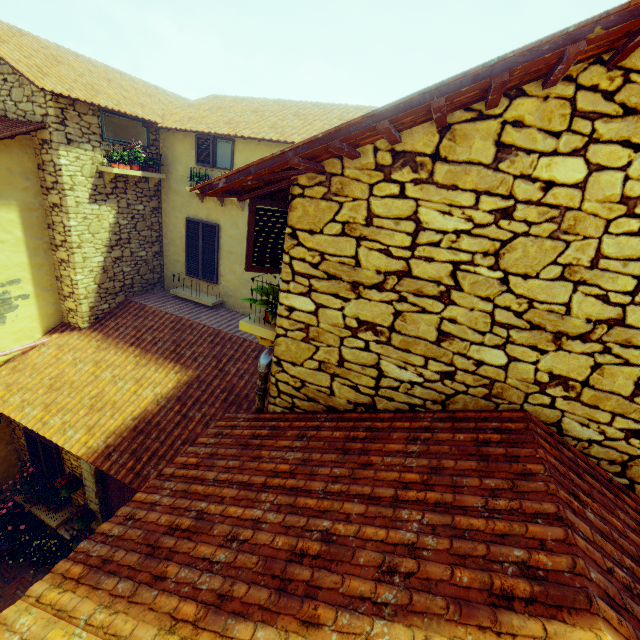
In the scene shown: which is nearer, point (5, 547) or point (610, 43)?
point (610, 43)

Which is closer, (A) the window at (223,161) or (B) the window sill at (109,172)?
(B) the window sill at (109,172)

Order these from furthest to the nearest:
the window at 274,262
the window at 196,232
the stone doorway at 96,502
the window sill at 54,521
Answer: the window at 196,232, the window sill at 54,521, the stone doorway at 96,502, the window at 274,262

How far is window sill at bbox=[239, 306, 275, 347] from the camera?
3.3 meters

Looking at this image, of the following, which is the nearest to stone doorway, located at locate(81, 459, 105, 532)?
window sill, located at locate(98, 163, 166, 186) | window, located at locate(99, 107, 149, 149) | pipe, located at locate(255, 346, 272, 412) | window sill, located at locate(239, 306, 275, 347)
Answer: pipe, located at locate(255, 346, 272, 412)

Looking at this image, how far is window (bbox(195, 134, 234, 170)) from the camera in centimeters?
782cm

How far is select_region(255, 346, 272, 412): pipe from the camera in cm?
327

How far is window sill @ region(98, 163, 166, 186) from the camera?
7.3m
